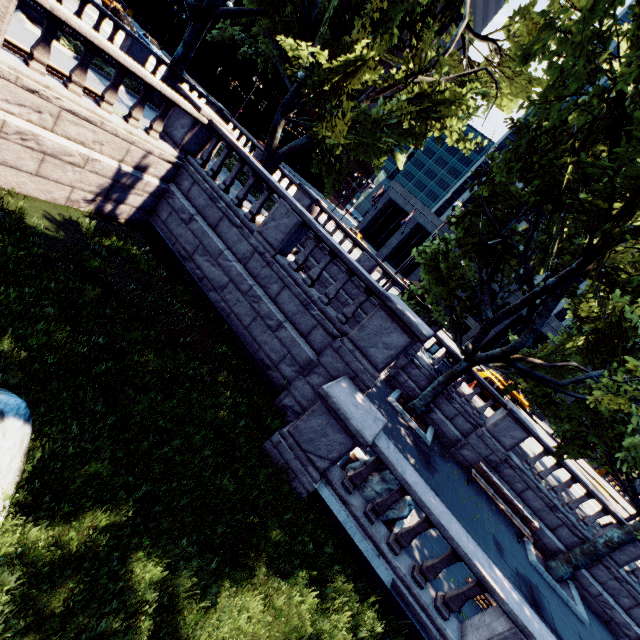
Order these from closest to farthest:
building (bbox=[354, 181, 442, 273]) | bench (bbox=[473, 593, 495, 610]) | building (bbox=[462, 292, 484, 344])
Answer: bench (bbox=[473, 593, 495, 610]) < building (bbox=[462, 292, 484, 344]) < building (bbox=[354, 181, 442, 273])

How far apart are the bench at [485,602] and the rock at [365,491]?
1.84m

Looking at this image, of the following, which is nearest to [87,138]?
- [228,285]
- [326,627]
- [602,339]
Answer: [228,285]

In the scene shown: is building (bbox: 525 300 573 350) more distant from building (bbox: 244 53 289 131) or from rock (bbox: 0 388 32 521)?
rock (bbox: 0 388 32 521)

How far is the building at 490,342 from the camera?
41.0m

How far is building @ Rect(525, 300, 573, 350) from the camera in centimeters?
3866cm

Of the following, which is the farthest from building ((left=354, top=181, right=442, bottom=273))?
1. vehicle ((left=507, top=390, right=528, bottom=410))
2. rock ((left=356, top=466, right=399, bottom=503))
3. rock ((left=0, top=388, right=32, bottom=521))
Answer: rock ((left=0, top=388, right=32, bottom=521))

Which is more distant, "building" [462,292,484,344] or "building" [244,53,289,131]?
"building" [244,53,289,131]
